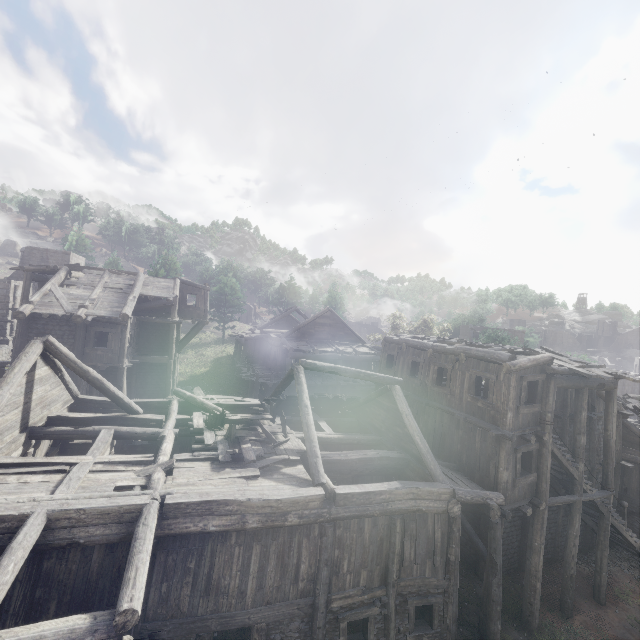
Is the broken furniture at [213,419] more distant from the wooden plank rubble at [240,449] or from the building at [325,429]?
the building at [325,429]

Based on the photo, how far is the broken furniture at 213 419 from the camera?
11.9 meters

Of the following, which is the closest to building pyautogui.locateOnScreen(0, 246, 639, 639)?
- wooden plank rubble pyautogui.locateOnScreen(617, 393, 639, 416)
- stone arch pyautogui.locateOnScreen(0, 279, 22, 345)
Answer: wooden plank rubble pyautogui.locateOnScreen(617, 393, 639, 416)

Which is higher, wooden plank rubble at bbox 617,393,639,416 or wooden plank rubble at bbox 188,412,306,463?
wooden plank rubble at bbox 617,393,639,416

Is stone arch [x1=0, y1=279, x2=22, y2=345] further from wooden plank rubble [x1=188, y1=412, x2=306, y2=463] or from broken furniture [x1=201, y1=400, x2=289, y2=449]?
broken furniture [x1=201, y1=400, x2=289, y2=449]

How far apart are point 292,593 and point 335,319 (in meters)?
22.19

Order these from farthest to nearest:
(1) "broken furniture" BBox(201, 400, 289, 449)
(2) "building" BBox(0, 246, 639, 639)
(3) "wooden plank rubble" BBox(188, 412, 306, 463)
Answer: (1) "broken furniture" BBox(201, 400, 289, 449) → (3) "wooden plank rubble" BBox(188, 412, 306, 463) → (2) "building" BBox(0, 246, 639, 639)

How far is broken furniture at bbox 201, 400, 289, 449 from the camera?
11.85m
